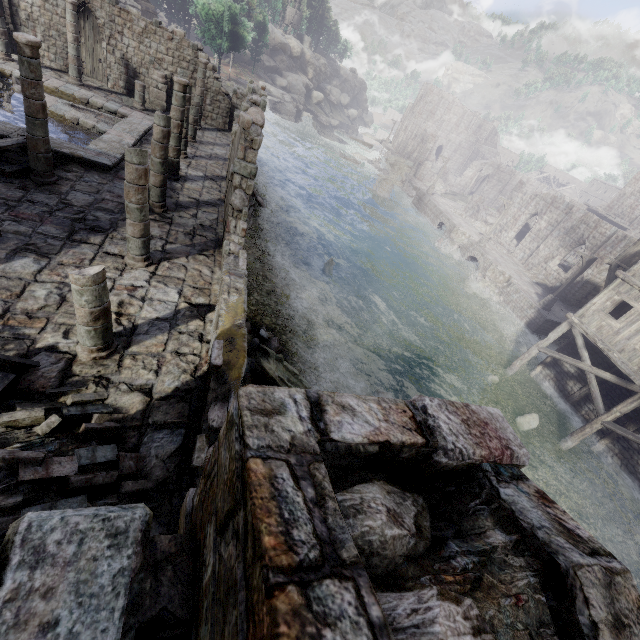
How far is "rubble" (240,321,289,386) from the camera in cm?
1049

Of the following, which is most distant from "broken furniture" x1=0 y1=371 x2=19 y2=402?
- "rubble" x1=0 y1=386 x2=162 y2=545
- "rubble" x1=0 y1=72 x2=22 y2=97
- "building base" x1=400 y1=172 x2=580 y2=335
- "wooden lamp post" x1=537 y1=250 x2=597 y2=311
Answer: "wooden lamp post" x1=537 y1=250 x2=597 y2=311

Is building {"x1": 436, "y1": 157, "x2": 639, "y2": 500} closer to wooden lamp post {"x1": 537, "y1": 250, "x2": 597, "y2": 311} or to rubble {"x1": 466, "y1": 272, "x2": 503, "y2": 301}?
wooden lamp post {"x1": 537, "y1": 250, "x2": 597, "y2": 311}

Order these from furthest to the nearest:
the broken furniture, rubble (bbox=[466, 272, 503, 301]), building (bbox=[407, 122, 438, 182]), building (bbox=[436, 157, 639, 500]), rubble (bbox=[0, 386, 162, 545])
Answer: building (bbox=[407, 122, 438, 182]), rubble (bbox=[466, 272, 503, 301]), building (bbox=[436, 157, 639, 500]), the broken furniture, rubble (bbox=[0, 386, 162, 545])

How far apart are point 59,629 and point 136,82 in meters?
27.1 m

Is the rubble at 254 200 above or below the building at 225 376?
below

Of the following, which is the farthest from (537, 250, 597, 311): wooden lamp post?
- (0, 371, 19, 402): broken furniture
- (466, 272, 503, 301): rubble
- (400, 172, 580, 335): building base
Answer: (0, 371, 19, 402): broken furniture

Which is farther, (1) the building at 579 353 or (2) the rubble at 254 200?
(2) the rubble at 254 200
